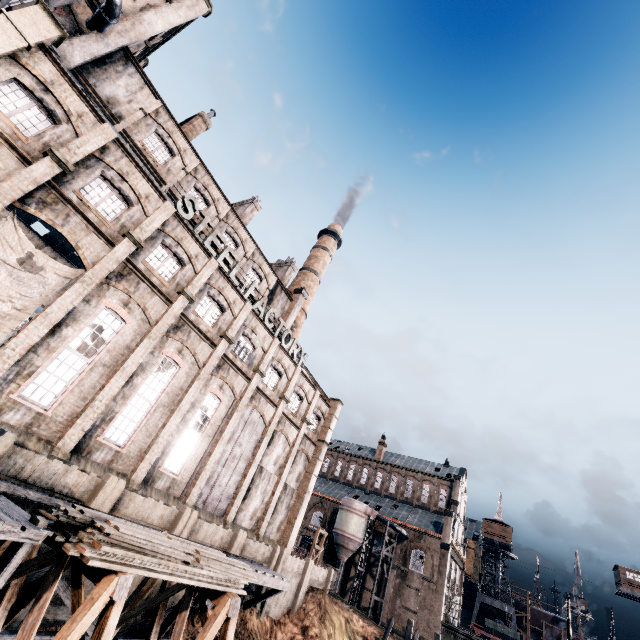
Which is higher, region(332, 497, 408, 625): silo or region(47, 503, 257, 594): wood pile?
region(332, 497, 408, 625): silo

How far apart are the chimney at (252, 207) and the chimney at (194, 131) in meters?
7.5

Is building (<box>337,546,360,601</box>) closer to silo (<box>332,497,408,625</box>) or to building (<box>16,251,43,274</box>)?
silo (<box>332,497,408,625</box>)

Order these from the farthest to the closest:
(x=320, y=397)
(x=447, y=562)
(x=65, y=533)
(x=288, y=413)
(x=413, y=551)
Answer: (x=413, y=551) < (x=447, y=562) < (x=320, y=397) < (x=288, y=413) < (x=65, y=533)

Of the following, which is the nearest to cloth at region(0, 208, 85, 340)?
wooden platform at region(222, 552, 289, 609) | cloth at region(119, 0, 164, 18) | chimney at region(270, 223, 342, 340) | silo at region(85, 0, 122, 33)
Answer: silo at region(85, 0, 122, 33)

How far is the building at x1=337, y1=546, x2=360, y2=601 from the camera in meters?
48.3

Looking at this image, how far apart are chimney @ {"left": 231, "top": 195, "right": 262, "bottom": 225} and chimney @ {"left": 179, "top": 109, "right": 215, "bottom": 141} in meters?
7.5 m

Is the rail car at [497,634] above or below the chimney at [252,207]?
below
